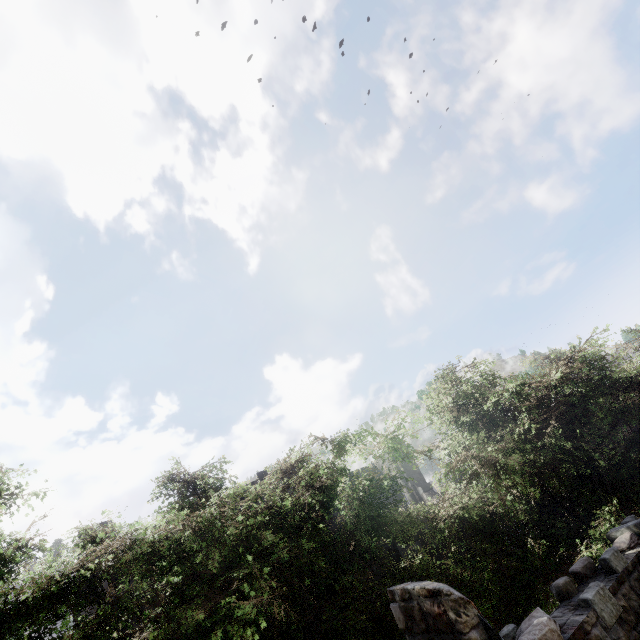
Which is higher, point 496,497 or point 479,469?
point 479,469

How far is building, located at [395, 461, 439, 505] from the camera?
22.9 meters

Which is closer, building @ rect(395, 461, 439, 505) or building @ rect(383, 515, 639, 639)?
building @ rect(383, 515, 639, 639)

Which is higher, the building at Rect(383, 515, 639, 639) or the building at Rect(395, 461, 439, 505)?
the building at Rect(395, 461, 439, 505)

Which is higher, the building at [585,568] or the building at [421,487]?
the building at [421,487]

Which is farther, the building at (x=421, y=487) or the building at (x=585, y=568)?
the building at (x=421, y=487)
